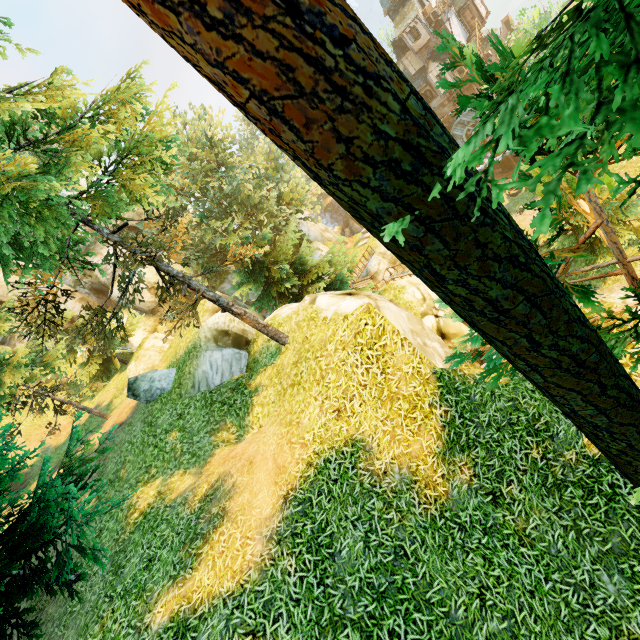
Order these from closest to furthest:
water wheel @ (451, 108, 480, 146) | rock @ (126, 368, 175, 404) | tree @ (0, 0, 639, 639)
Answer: tree @ (0, 0, 639, 639)
rock @ (126, 368, 175, 404)
water wheel @ (451, 108, 480, 146)

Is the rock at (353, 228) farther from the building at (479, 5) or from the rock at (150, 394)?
the rock at (150, 394)

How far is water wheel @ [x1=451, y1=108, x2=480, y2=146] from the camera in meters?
38.8

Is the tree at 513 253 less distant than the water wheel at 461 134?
Yes

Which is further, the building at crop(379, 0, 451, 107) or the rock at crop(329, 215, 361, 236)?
the rock at crop(329, 215, 361, 236)

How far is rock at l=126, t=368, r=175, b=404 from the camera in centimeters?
1341cm

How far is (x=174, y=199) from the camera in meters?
25.5 m

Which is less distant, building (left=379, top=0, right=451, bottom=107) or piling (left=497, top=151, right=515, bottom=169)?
building (left=379, top=0, right=451, bottom=107)
